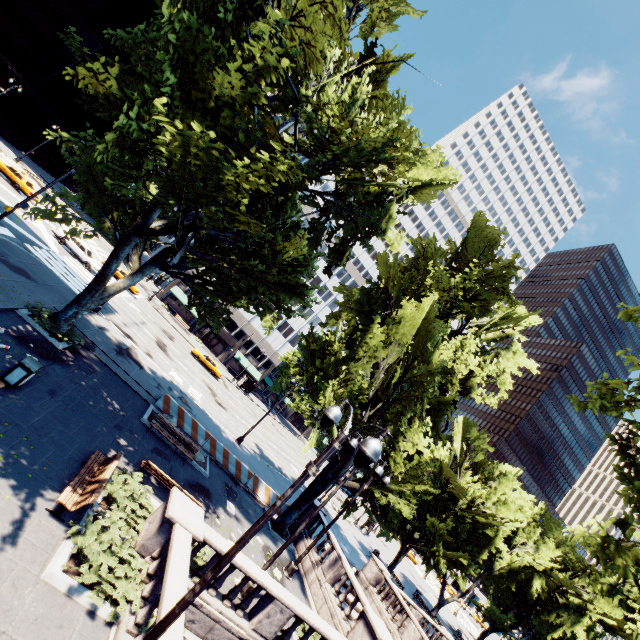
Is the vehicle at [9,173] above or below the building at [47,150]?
below

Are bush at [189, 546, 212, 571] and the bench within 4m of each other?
yes

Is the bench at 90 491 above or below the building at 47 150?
below

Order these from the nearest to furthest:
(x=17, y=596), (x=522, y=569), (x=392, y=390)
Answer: (x=17, y=596)
(x=392, y=390)
(x=522, y=569)

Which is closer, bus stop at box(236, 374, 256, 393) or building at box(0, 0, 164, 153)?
building at box(0, 0, 164, 153)

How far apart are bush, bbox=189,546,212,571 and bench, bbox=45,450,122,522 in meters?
2.6 m

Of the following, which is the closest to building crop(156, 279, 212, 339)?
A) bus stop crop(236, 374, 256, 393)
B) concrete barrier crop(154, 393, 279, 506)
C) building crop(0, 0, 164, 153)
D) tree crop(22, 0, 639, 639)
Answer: tree crop(22, 0, 639, 639)

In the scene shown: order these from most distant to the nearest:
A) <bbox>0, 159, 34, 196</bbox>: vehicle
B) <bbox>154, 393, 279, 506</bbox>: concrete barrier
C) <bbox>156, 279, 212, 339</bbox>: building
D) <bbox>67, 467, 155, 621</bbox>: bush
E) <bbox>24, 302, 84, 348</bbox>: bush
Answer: <bbox>156, 279, 212, 339</bbox>: building, <bbox>0, 159, 34, 196</bbox>: vehicle, <bbox>154, 393, 279, 506</bbox>: concrete barrier, <bbox>24, 302, 84, 348</bbox>: bush, <bbox>67, 467, 155, 621</bbox>: bush
